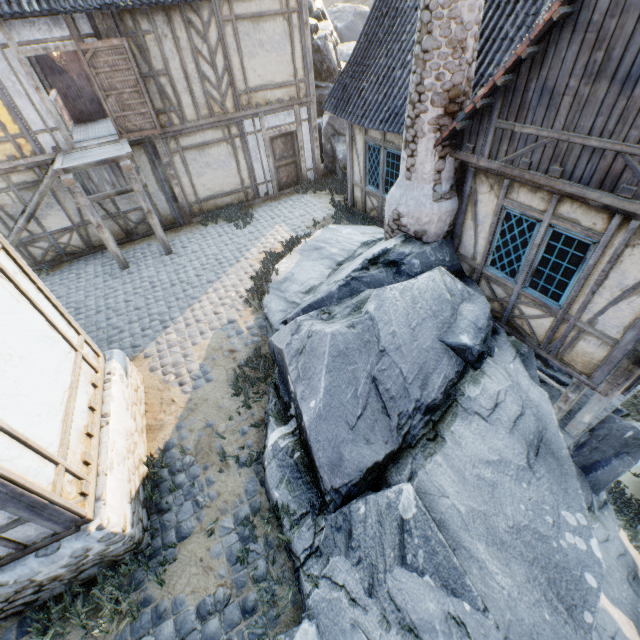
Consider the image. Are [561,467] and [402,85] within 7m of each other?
no

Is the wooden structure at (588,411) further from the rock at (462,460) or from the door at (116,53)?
the door at (116,53)

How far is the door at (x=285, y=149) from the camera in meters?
12.0 m

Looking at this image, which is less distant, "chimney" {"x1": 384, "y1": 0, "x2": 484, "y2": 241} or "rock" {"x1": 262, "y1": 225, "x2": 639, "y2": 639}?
"rock" {"x1": 262, "y1": 225, "x2": 639, "y2": 639}

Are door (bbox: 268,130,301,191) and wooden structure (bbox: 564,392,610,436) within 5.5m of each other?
no

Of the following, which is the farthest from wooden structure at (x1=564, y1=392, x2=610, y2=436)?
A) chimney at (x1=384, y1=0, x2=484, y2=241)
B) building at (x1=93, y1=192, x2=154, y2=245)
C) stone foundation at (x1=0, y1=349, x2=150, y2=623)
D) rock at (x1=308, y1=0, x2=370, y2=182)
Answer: rock at (x1=308, y1=0, x2=370, y2=182)

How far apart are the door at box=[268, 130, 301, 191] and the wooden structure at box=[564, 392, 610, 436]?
11.0m

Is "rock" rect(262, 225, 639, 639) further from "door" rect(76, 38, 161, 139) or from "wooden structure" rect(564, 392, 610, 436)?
"door" rect(76, 38, 161, 139)
